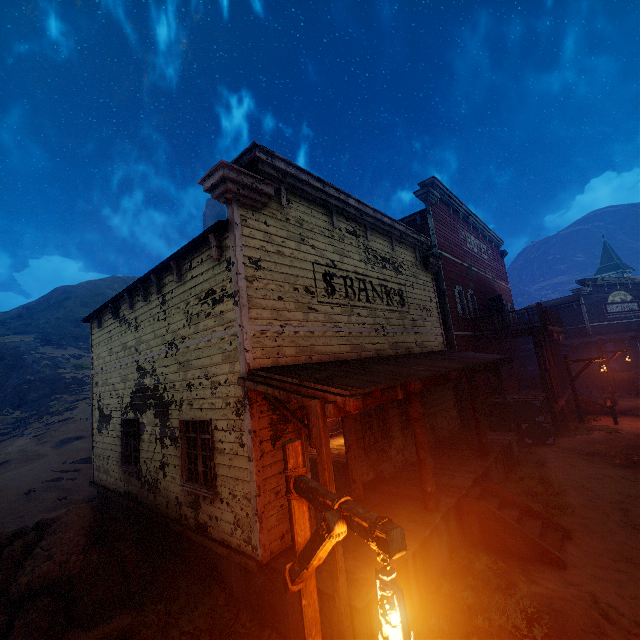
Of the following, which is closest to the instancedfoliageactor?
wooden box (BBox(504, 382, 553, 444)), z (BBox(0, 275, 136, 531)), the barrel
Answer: z (BBox(0, 275, 136, 531))

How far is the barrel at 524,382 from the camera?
22.1 meters

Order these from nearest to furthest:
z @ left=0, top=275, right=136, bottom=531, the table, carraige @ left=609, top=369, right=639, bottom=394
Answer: z @ left=0, top=275, right=136, bottom=531, the table, carraige @ left=609, top=369, right=639, bottom=394

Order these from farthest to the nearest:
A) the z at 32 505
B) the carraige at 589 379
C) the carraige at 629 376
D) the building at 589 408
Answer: the carraige at 589 379 → the carraige at 629 376 → the building at 589 408 → the z at 32 505

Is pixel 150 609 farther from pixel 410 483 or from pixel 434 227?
pixel 434 227

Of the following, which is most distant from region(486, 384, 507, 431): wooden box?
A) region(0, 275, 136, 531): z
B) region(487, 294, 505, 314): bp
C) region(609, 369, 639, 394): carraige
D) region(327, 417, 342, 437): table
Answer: region(609, 369, 639, 394): carraige

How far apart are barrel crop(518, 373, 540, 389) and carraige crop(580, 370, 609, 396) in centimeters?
329cm

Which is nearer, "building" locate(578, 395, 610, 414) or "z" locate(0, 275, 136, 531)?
"z" locate(0, 275, 136, 531)
